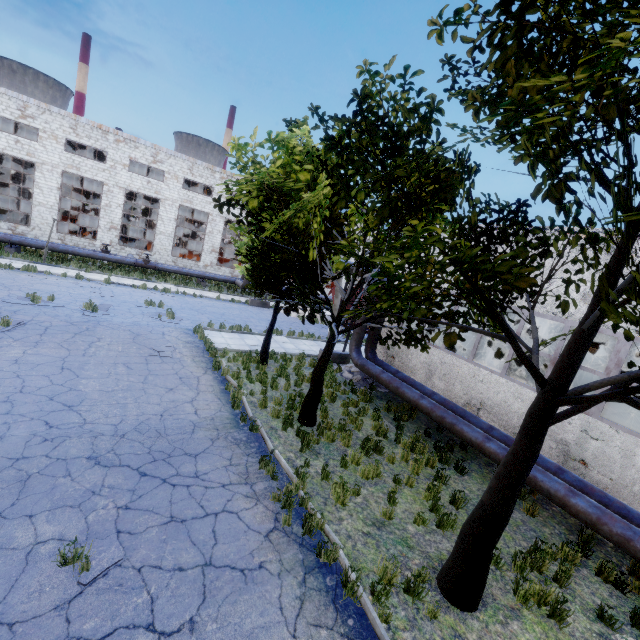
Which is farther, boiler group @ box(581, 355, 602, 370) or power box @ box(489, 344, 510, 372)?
boiler group @ box(581, 355, 602, 370)

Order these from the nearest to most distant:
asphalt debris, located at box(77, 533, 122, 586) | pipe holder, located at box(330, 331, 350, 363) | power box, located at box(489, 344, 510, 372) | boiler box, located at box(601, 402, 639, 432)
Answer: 1. asphalt debris, located at box(77, 533, 122, 586)
2. boiler box, located at box(601, 402, 639, 432)
3. pipe holder, located at box(330, 331, 350, 363)
4. power box, located at box(489, 344, 510, 372)

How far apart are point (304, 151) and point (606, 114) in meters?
10.2 m

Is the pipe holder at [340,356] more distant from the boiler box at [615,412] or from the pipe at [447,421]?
the boiler box at [615,412]

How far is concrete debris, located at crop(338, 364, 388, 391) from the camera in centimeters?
1485cm

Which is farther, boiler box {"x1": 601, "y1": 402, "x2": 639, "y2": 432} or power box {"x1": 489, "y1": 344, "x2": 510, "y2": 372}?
power box {"x1": 489, "y1": 344, "x2": 510, "y2": 372}

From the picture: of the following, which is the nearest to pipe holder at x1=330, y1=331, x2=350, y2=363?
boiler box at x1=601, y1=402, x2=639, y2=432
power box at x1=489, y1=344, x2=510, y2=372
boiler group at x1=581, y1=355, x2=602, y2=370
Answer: boiler box at x1=601, y1=402, x2=639, y2=432

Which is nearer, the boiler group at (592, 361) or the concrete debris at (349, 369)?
the concrete debris at (349, 369)
